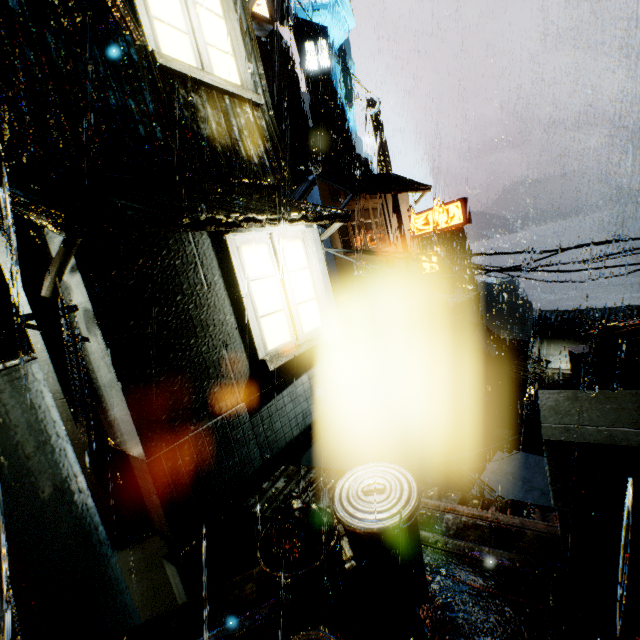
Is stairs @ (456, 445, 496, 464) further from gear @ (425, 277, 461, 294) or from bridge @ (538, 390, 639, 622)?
gear @ (425, 277, 461, 294)

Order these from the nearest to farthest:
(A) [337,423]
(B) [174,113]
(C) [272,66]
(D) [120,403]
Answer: (D) [120,403]
(B) [174,113]
(A) [337,423]
(C) [272,66]

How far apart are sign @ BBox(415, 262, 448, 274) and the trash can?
19.85m

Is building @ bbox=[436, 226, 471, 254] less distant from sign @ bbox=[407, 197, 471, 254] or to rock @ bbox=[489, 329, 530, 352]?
sign @ bbox=[407, 197, 471, 254]

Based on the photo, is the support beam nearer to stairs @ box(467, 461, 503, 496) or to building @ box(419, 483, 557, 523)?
building @ box(419, 483, 557, 523)

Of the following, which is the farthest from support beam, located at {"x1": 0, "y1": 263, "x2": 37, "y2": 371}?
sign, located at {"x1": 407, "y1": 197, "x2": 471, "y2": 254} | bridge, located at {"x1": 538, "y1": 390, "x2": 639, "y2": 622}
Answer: sign, located at {"x1": 407, "y1": 197, "x2": 471, "y2": 254}

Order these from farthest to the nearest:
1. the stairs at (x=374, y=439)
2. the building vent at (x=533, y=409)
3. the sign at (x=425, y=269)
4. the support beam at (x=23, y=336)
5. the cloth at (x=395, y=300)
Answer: the building vent at (x=533, y=409) < the sign at (x=425, y=269) < the cloth at (x=395, y=300) < the stairs at (x=374, y=439) < the support beam at (x=23, y=336)

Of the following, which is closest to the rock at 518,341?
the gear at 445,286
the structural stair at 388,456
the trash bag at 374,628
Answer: the gear at 445,286
